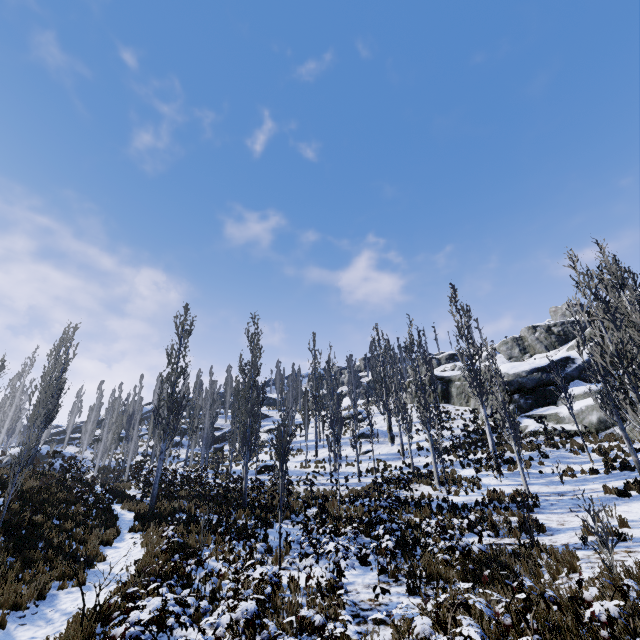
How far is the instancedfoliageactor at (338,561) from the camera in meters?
7.4

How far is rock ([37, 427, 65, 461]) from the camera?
38.9 meters

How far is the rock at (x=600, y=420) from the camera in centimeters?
2366cm

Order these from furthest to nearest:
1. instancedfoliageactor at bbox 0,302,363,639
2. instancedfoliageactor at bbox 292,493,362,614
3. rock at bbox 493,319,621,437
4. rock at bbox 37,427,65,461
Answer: rock at bbox 37,427,65,461 → rock at bbox 493,319,621,437 → instancedfoliageactor at bbox 292,493,362,614 → instancedfoliageactor at bbox 0,302,363,639

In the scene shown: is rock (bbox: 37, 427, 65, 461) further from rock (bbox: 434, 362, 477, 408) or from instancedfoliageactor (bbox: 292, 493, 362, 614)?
rock (bbox: 434, 362, 477, 408)

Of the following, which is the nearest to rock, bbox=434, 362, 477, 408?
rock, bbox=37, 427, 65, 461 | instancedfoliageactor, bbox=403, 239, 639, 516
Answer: instancedfoliageactor, bbox=403, 239, 639, 516

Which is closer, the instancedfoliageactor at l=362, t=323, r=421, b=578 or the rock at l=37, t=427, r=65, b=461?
the instancedfoliageactor at l=362, t=323, r=421, b=578

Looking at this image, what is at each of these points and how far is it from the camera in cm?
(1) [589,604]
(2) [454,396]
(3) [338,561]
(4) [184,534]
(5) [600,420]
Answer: (1) instancedfoliageactor, 429
(2) rock, 3900
(3) instancedfoliageactor, 772
(4) instancedfoliageactor, 1162
(5) rock, 2241
